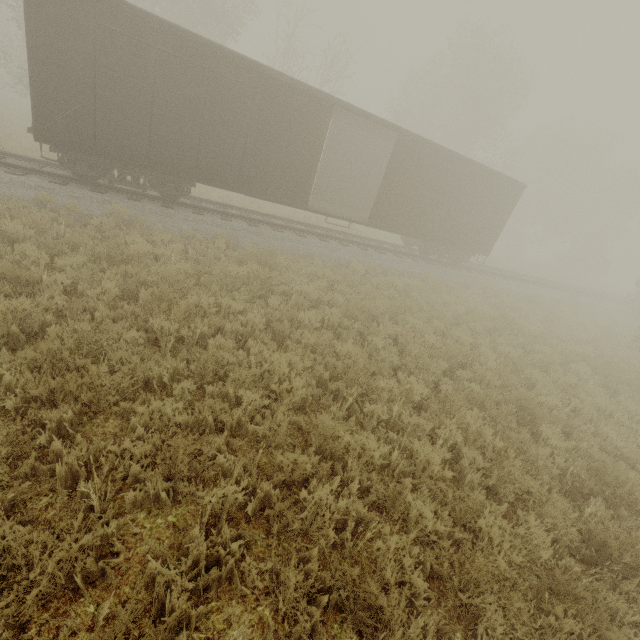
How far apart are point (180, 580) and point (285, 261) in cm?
913
